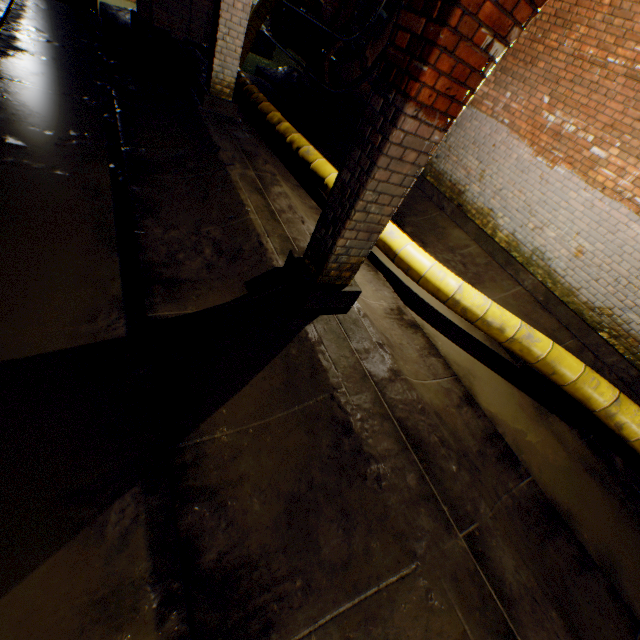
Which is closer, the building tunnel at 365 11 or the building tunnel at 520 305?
the building tunnel at 520 305

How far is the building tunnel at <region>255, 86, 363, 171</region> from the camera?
8.7 meters

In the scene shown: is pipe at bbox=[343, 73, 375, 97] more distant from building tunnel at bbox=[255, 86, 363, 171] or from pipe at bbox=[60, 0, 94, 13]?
pipe at bbox=[60, 0, 94, 13]

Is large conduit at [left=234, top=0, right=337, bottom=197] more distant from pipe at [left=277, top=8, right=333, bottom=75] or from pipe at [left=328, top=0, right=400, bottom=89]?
pipe at [left=328, top=0, right=400, bottom=89]

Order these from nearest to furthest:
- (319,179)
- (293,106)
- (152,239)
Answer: (152,239) < (319,179) < (293,106)

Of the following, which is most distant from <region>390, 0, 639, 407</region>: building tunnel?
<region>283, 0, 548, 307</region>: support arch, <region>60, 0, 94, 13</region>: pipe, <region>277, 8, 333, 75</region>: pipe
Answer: <region>60, 0, 94, 13</region>: pipe

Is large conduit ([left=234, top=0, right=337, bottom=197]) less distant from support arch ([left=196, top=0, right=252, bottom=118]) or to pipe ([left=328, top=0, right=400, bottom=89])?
support arch ([left=196, top=0, right=252, bottom=118])

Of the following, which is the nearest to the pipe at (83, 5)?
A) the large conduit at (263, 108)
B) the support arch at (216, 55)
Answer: the large conduit at (263, 108)
